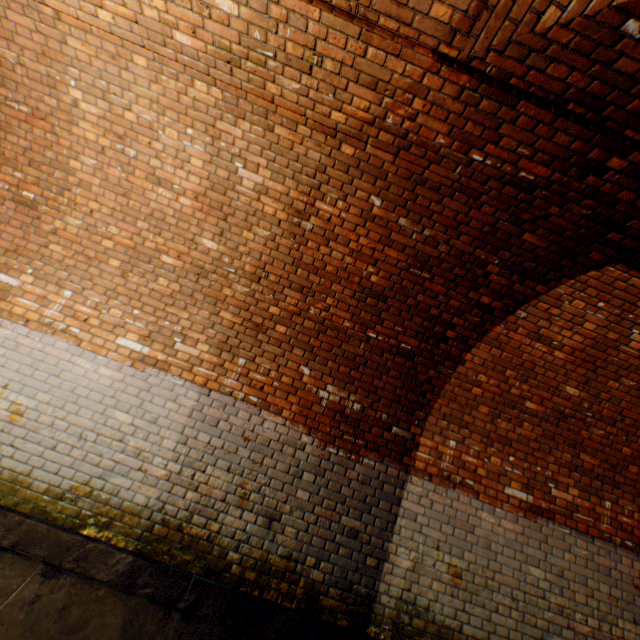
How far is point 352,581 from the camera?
3.34m

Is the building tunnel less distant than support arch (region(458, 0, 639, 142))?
No

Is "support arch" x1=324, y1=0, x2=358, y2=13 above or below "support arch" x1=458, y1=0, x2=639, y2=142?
above

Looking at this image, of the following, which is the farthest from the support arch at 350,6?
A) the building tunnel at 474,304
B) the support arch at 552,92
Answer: the support arch at 552,92

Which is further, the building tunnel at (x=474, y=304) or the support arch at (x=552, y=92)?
the building tunnel at (x=474, y=304)

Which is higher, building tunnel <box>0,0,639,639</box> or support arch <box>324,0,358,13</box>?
support arch <box>324,0,358,13</box>

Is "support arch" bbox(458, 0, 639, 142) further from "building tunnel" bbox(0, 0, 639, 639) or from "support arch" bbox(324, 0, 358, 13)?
"support arch" bbox(324, 0, 358, 13)
